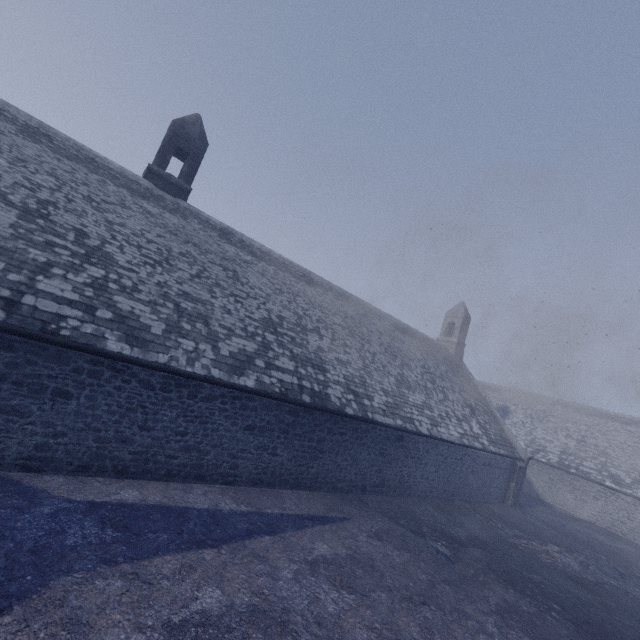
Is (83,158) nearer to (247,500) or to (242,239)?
(242,239)
